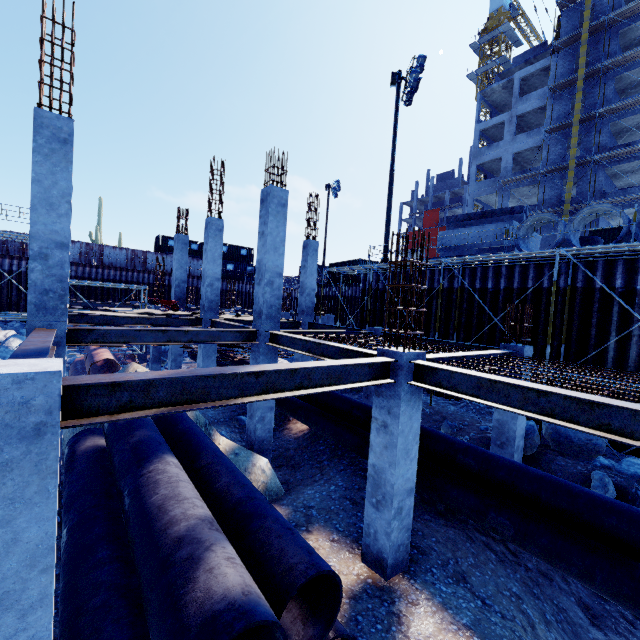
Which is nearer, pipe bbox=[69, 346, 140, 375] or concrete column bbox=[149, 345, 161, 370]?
pipe bbox=[69, 346, 140, 375]

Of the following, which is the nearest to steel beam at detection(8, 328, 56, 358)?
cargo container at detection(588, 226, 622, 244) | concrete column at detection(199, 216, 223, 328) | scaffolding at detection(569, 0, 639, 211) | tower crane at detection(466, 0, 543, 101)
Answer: concrete column at detection(199, 216, 223, 328)

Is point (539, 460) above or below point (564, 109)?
below

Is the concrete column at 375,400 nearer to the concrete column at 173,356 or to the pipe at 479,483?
the pipe at 479,483

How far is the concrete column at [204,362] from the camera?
13.2 meters

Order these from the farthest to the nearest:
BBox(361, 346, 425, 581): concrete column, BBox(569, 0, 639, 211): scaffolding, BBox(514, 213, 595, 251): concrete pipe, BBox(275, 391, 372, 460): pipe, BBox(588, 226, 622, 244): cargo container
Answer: BBox(569, 0, 639, 211): scaffolding → BBox(588, 226, 622, 244): cargo container → BBox(514, 213, 595, 251): concrete pipe → BBox(275, 391, 372, 460): pipe → BBox(361, 346, 425, 581): concrete column

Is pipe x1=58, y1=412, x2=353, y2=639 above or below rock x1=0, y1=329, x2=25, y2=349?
above

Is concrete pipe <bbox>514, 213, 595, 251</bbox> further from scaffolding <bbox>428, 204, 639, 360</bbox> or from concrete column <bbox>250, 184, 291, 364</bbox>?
concrete column <bbox>250, 184, 291, 364</bbox>
